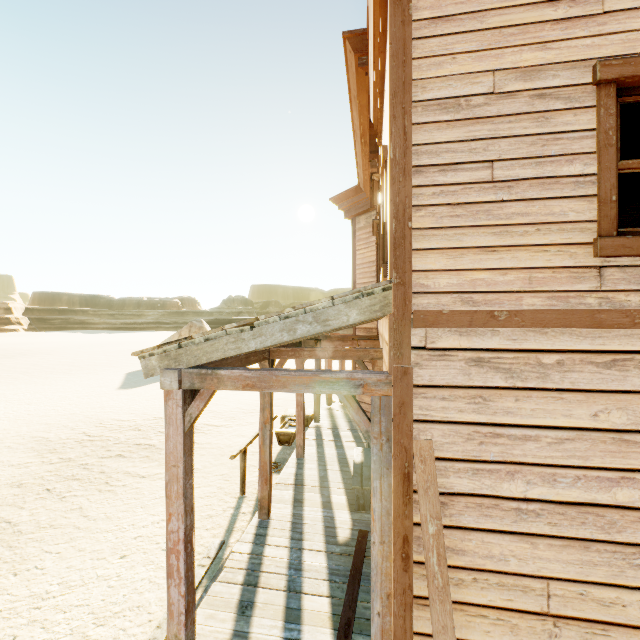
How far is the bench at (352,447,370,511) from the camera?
5.4 meters

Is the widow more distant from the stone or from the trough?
the stone

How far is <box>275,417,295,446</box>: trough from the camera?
9.1 meters

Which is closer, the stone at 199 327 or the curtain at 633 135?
the curtain at 633 135

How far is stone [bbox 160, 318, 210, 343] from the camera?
27.8m

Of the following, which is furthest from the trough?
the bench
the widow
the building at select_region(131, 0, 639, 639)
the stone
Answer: the stone

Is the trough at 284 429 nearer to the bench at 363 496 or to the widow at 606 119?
the bench at 363 496

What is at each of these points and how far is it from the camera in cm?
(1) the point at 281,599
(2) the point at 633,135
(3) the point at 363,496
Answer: (1) building, 371
(2) curtain, 244
(3) bench, 545
